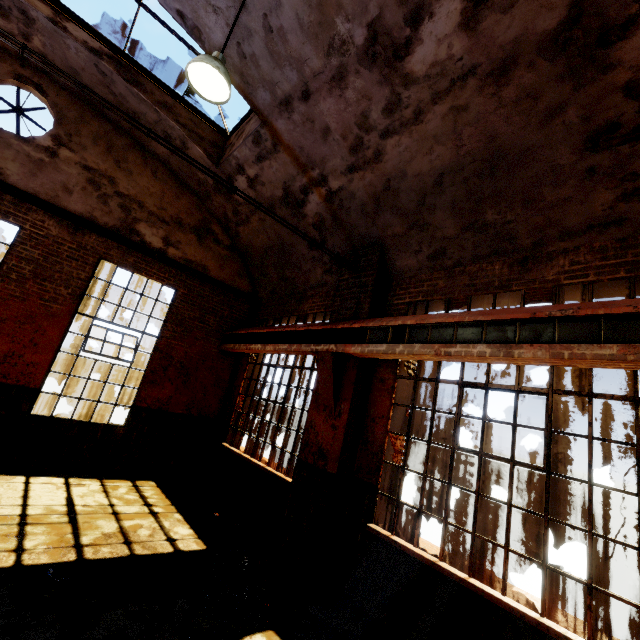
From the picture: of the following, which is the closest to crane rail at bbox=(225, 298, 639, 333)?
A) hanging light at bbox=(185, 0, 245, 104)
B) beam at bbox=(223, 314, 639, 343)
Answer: beam at bbox=(223, 314, 639, 343)

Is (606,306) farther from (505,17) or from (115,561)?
(115,561)

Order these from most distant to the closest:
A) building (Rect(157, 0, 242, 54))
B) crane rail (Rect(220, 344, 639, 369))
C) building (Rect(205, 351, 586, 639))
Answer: building (Rect(157, 0, 242, 54)) < building (Rect(205, 351, 586, 639)) < crane rail (Rect(220, 344, 639, 369))

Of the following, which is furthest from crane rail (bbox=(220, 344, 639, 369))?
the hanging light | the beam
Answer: the hanging light

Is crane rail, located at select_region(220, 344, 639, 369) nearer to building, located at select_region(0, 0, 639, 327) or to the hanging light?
building, located at select_region(0, 0, 639, 327)

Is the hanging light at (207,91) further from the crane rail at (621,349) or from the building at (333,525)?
the crane rail at (621,349)

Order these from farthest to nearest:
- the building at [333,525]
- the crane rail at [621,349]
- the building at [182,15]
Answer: the building at [182,15] → the building at [333,525] → the crane rail at [621,349]
